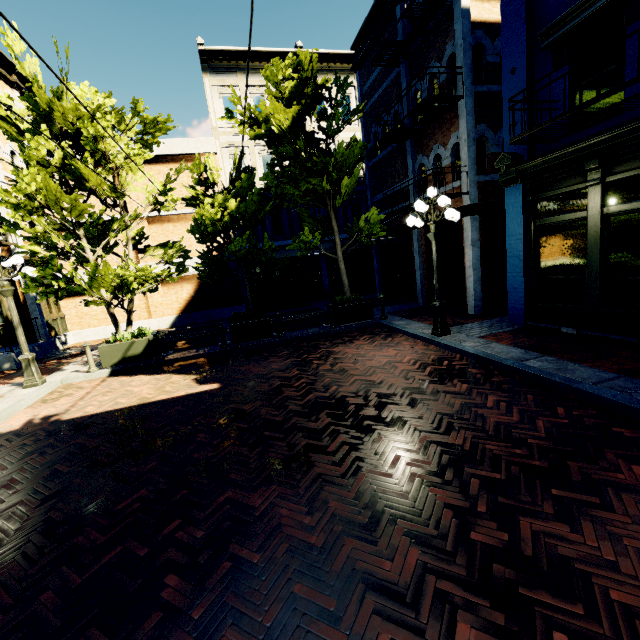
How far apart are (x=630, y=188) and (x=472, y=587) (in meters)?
7.27

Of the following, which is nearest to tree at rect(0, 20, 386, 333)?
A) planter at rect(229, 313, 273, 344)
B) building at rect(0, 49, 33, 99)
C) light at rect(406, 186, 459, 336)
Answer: building at rect(0, 49, 33, 99)

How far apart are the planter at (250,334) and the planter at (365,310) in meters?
2.3 m

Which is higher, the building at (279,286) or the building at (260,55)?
the building at (260,55)

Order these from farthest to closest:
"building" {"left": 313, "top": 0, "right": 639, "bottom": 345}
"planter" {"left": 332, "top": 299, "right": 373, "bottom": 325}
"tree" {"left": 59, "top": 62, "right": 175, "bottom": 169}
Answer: "planter" {"left": 332, "top": 299, "right": 373, "bottom": 325} → "tree" {"left": 59, "top": 62, "right": 175, "bottom": 169} → "building" {"left": 313, "top": 0, "right": 639, "bottom": 345}

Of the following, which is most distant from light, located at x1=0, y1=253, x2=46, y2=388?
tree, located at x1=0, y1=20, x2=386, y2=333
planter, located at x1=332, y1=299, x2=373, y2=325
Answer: planter, located at x1=332, y1=299, x2=373, y2=325

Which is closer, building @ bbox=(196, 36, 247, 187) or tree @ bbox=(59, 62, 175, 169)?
tree @ bbox=(59, 62, 175, 169)

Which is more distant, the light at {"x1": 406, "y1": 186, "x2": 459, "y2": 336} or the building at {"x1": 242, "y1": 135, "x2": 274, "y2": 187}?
the building at {"x1": 242, "y1": 135, "x2": 274, "y2": 187}
